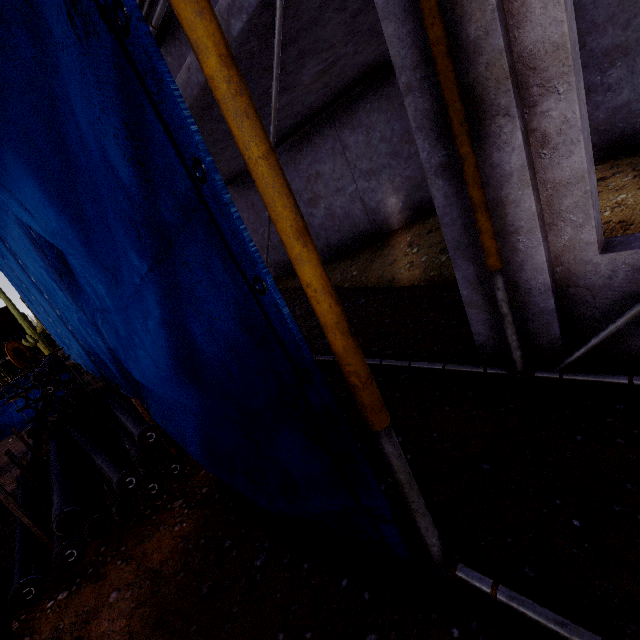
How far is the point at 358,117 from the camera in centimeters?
661cm

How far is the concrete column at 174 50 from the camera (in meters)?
8.46

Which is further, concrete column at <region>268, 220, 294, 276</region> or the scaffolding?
concrete column at <region>268, 220, 294, 276</region>

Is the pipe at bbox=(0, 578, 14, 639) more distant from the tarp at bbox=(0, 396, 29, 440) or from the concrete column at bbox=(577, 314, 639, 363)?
the concrete column at bbox=(577, 314, 639, 363)

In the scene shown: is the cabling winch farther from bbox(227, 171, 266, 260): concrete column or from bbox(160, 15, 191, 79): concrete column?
bbox(227, 171, 266, 260): concrete column

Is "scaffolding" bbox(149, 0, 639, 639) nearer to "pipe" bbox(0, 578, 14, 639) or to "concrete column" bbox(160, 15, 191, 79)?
"pipe" bbox(0, 578, 14, 639)

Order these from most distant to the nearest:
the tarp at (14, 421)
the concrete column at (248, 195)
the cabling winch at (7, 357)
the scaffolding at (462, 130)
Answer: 1. the cabling winch at (7, 357)
2. the concrete column at (248, 195)
3. the tarp at (14, 421)
4. the scaffolding at (462, 130)

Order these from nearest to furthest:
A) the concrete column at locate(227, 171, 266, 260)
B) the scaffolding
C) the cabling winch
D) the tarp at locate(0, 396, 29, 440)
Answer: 1. the scaffolding
2. the tarp at locate(0, 396, 29, 440)
3. the concrete column at locate(227, 171, 266, 260)
4. the cabling winch
